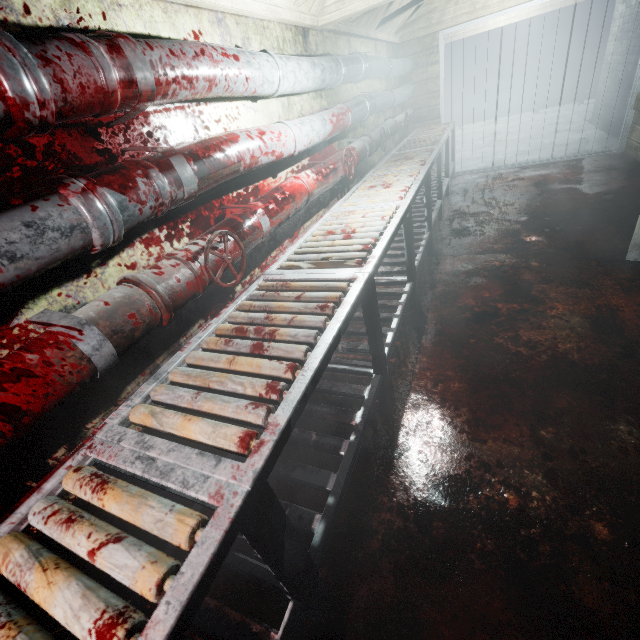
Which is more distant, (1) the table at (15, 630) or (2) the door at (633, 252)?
(2) the door at (633, 252)

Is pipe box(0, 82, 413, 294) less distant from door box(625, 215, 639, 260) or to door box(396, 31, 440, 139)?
door box(396, 31, 440, 139)

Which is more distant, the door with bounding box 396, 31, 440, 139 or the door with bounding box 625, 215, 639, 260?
the door with bounding box 396, 31, 440, 139

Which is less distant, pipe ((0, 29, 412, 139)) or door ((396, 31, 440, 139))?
pipe ((0, 29, 412, 139))

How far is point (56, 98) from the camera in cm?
85

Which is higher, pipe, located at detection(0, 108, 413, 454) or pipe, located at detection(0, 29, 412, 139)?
pipe, located at detection(0, 29, 412, 139)

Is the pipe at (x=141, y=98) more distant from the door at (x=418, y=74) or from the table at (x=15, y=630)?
the table at (x=15, y=630)

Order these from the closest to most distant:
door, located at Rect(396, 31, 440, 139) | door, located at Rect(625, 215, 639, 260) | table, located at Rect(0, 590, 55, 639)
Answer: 1. table, located at Rect(0, 590, 55, 639)
2. door, located at Rect(625, 215, 639, 260)
3. door, located at Rect(396, 31, 440, 139)
